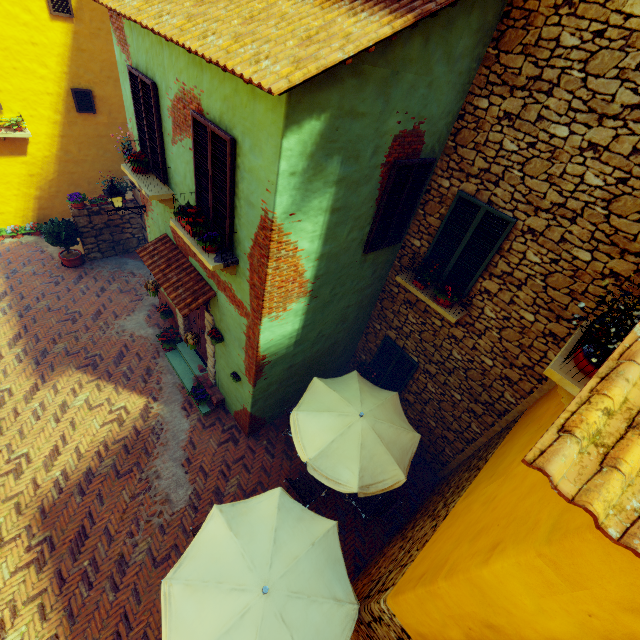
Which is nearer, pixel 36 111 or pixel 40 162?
pixel 36 111

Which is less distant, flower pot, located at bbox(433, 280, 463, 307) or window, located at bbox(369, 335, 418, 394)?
flower pot, located at bbox(433, 280, 463, 307)

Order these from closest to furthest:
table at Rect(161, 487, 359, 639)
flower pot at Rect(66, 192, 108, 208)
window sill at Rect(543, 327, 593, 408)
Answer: window sill at Rect(543, 327, 593, 408), table at Rect(161, 487, 359, 639), flower pot at Rect(66, 192, 108, 208)

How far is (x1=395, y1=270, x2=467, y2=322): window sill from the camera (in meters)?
6.17

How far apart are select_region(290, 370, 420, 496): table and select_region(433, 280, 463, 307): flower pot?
2.2m

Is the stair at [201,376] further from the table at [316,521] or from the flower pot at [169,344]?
the table at [316,521]

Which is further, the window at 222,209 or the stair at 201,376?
the stair at 201,376

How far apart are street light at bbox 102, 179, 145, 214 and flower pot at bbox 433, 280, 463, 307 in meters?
7.2
